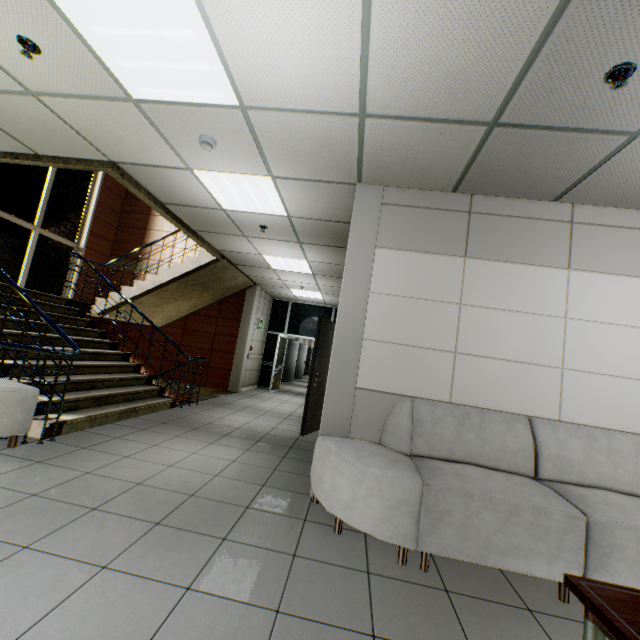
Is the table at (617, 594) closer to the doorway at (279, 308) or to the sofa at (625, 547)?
the sofa at (625, 547)

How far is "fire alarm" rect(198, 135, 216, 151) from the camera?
3.1m

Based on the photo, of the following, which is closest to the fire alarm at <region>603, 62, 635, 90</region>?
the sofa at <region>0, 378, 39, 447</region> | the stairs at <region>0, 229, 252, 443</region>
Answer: the stairs at <region>0, 229, 252, 443</region>

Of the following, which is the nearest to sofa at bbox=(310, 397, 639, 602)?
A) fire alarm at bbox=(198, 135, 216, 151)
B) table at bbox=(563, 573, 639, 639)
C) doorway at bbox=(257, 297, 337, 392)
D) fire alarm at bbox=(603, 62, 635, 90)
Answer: table at bbox=(563, 573, 639, 639)

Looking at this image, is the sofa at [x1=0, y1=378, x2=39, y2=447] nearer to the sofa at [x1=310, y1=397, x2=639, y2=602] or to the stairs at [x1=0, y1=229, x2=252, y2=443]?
the stairs at [x1=0, y1=229, x2=252, y2=443]

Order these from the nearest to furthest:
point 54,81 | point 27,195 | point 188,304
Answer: point 54,81
point 27,195
point 188,304

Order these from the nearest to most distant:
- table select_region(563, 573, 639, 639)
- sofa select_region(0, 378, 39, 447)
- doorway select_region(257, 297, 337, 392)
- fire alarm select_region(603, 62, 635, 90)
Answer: table select_region(563, 573, 639, 639) < fire alarm select_region(603, 62, 635, 90) < sofa select_region(0, 378, 39, 447) < doorway select_region(257, 297, 337, 392)

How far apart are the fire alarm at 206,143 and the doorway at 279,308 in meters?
7.7
